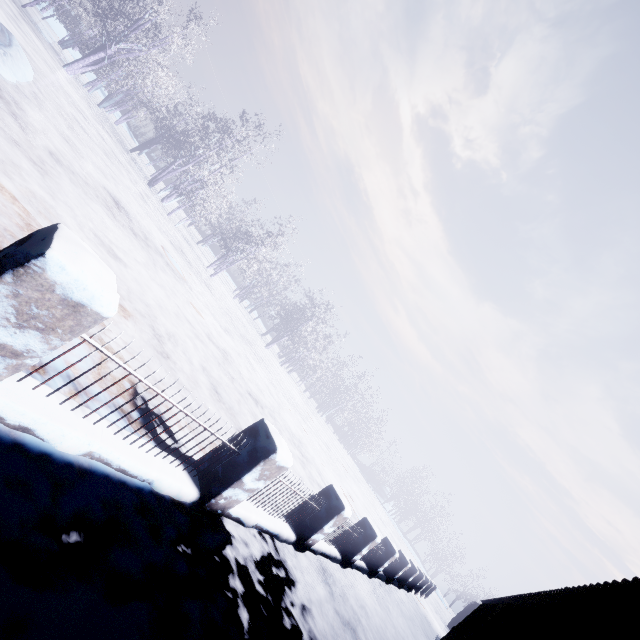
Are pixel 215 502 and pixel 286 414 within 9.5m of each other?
no
